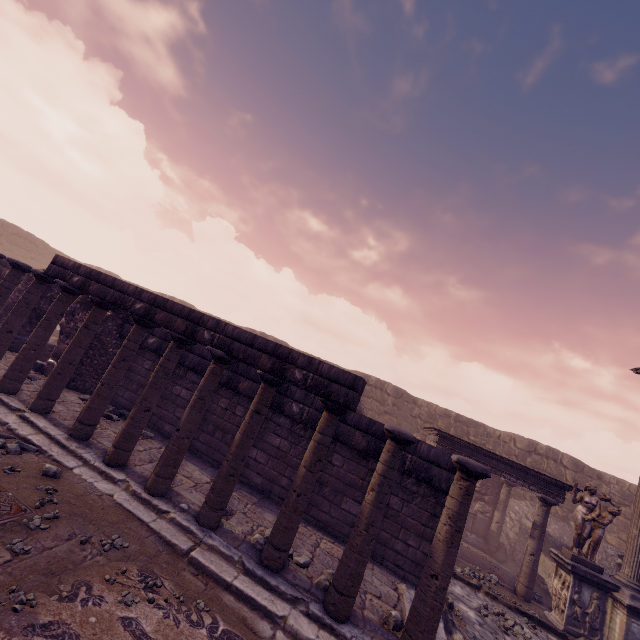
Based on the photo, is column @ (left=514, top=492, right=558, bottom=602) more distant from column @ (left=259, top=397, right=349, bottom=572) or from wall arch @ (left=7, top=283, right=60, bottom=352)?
wall arch @ (left=7, top=283, right=60, bottom=352)

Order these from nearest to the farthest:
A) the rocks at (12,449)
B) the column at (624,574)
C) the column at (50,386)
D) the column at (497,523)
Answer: the rocks at (12,449)
the column at (50,386)
the column at (624,574)
the column at (497,523)

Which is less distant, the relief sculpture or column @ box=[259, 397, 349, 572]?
column @ box=[259, 397, 349, 572]

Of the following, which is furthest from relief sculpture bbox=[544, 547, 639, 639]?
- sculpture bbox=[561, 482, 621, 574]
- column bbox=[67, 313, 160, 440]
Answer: column bbox=[67, 313, 160, 440]

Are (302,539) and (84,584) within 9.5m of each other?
Answer: yes

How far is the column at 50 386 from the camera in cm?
648

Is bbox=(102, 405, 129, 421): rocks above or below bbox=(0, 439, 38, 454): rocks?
above

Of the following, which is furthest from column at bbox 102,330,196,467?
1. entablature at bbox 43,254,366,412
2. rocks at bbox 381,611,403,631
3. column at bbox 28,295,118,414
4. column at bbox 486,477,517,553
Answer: column at bbox 486,477,517,553
